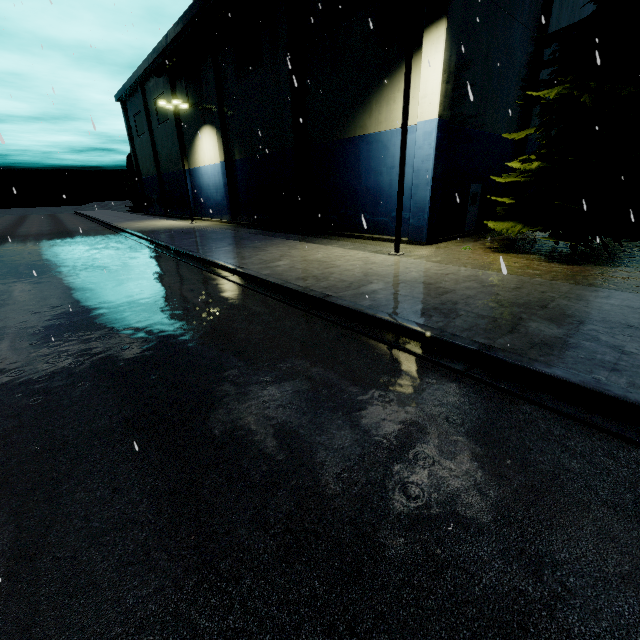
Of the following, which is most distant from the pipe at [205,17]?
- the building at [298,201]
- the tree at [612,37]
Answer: the tree at [612,37]

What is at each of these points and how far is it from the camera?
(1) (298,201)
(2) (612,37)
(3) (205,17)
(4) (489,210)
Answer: (1) building, 21.7 meters
(2) tree, 10.4 meters
(3) pipe, 22.1 meters
(4) building, 19.6 meters

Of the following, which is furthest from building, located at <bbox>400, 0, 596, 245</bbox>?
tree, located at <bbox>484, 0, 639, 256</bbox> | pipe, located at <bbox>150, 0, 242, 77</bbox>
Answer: tree, located at <bbox>484, 0, 639, 256</bbox>

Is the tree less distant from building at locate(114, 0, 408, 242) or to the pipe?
building at locate(114, 0, 408, 242)

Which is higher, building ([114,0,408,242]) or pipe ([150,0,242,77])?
pipe ([150,0,242,77])

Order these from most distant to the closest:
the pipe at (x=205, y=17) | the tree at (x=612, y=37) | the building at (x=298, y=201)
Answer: the pipe at (x=205, y=17) < the building at (x=298, y=201) < the tree at (x=612, y=37)
